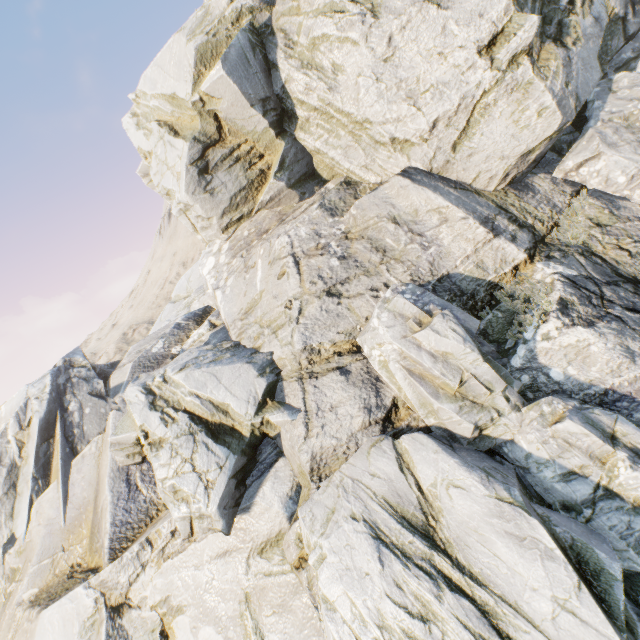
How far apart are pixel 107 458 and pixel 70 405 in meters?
3.6 m
